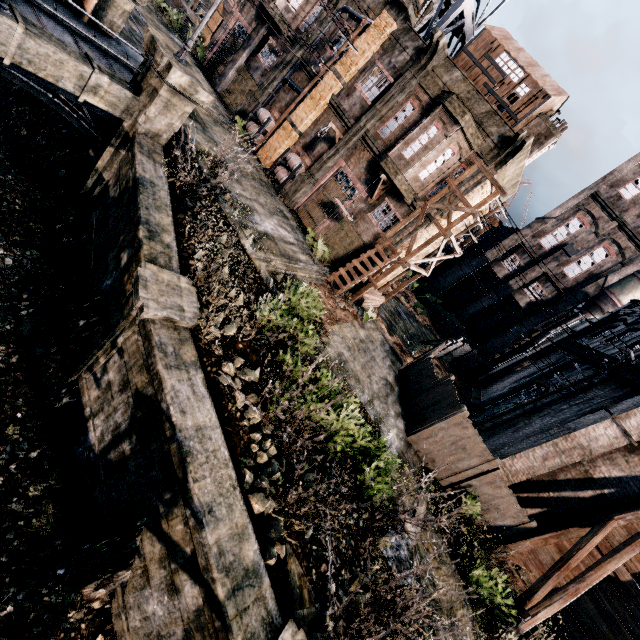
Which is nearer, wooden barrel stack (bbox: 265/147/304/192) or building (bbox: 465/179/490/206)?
building (bbox: 465/179/490/206)

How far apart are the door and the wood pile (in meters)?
11.31

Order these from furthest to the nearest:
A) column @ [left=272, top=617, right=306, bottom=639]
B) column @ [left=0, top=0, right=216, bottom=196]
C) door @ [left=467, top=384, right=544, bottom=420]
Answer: door @ [left=467, top=384, right=544, bottom=420], column @ [left=0, top=0, right=216, bottom=196], column @ [left=272, top=617, right=306, bottom=639]

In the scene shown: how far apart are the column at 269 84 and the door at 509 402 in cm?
2786

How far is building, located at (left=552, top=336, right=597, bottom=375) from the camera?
20.5 meters

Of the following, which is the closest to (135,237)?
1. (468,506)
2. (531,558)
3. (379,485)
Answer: (379,485)

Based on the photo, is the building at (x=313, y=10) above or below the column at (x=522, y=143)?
below
